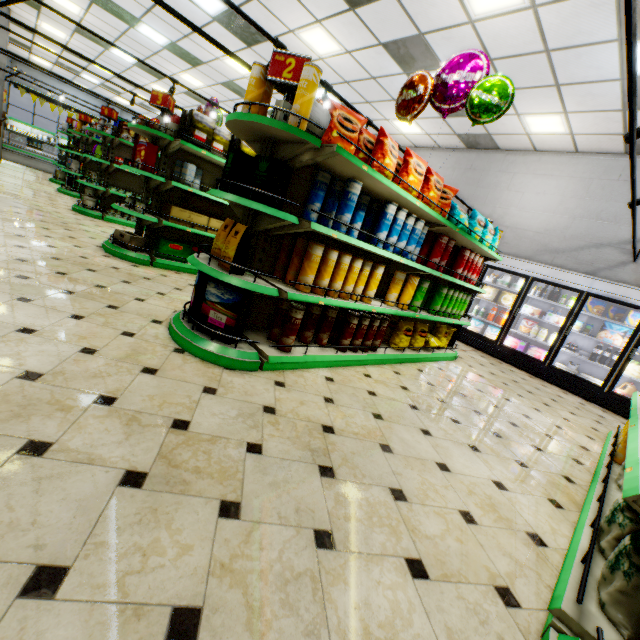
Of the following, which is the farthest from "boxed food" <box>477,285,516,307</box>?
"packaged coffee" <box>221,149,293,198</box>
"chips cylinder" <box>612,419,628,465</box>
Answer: "packaged coffee" <box>221,149,293,198</box>

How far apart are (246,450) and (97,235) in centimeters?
602cm

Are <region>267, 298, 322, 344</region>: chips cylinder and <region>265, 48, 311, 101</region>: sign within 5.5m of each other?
yes

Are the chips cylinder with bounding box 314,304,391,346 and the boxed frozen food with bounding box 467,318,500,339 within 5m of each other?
no

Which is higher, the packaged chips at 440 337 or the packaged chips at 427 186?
the packaged chips at 427 186

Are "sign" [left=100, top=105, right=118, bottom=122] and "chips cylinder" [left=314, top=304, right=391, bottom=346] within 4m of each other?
no

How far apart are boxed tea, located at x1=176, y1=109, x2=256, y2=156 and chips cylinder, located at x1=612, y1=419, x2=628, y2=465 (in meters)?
6.29

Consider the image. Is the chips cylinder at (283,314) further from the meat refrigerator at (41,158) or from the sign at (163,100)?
the meat refrigerator at (41,158)
